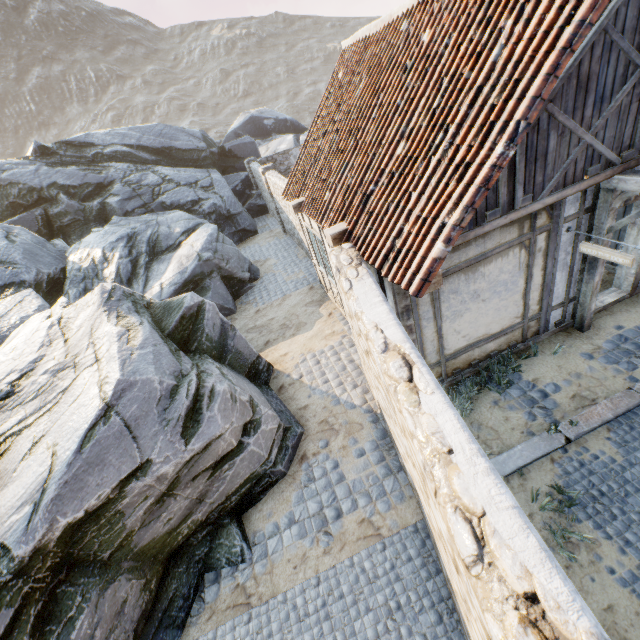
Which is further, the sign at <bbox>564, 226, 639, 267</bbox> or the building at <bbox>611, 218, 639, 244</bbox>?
the building at <bbox>611, 218, 639, 244</bbox>

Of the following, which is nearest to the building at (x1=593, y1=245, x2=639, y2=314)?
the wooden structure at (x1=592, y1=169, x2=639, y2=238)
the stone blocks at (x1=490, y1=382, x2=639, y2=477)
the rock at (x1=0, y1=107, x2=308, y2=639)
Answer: the wooden structure at (x1=592, y1=169, x2=639, y2=238)

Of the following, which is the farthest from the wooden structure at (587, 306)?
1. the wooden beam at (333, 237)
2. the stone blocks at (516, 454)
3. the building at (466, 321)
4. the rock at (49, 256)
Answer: the rock at (49, 256)

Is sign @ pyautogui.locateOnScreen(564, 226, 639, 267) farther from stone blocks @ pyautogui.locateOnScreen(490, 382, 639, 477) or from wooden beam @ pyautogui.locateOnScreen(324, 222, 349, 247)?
wooden beam @ pyautogui.locateOnScreen(324, 222, 349, 247)

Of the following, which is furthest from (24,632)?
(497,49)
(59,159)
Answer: (59,159)

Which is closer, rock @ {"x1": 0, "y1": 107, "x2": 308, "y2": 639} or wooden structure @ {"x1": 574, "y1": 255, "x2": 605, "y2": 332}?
rock @ {"x1": 0, "y1": 107, "x2": 308, "y2": 639}

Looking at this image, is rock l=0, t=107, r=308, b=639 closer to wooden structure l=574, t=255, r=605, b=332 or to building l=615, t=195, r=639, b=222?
building l=615, t=195, r=639, b=222

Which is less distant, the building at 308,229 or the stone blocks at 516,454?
the stone blocks at 516,454
